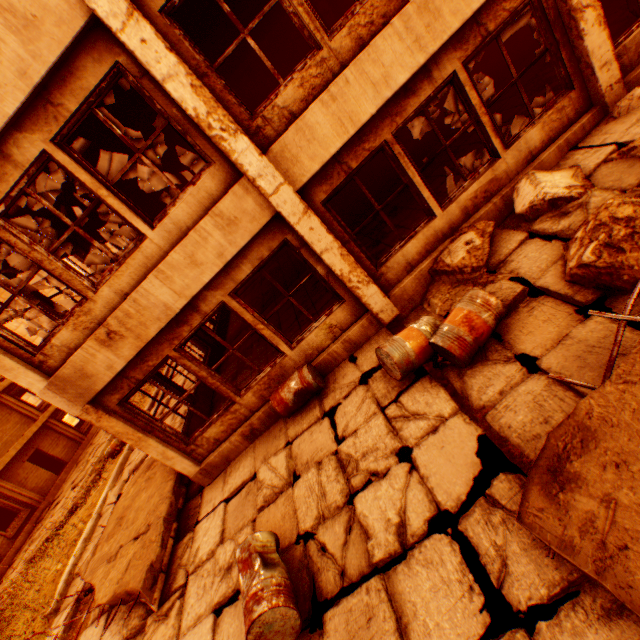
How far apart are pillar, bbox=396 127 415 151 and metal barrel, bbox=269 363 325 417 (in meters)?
9.67

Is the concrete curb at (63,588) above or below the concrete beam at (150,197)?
below

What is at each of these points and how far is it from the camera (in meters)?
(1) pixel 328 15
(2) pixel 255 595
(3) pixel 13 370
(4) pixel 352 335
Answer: (1) pillar, 9.85
(2) metal barrel, 3.13
(3) pillar, 5.07
(4) wall corner piece, 5.98

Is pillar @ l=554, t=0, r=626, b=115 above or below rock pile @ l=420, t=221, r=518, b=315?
above

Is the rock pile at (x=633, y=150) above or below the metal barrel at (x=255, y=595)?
below

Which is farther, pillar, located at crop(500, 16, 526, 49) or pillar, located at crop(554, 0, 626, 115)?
pillar, located at crop(500, 16, 526, 49)

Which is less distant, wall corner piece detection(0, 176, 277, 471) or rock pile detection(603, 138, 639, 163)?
rock pile detection(603, 138, 639, 163)

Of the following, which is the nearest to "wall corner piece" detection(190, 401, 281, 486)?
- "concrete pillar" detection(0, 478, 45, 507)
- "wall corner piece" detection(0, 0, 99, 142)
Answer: "wall corner piece" detection(0, 0, 99, 142)
